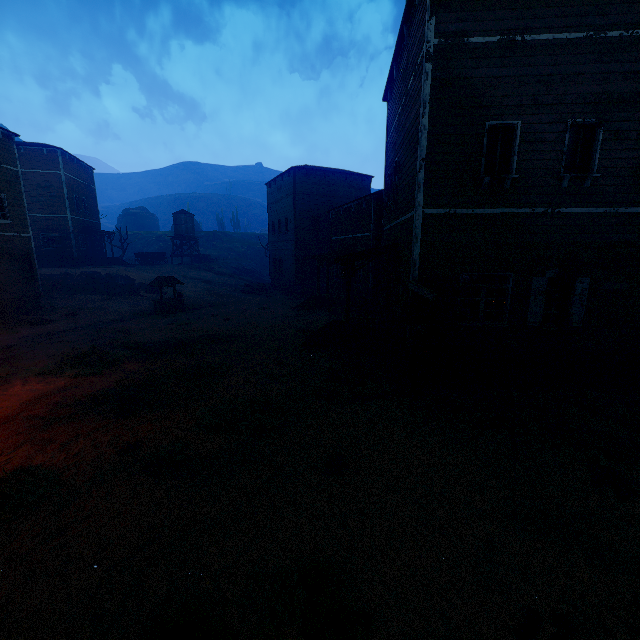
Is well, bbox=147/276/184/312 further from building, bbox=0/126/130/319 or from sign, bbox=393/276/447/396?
sign, bbox=393/276/447/396

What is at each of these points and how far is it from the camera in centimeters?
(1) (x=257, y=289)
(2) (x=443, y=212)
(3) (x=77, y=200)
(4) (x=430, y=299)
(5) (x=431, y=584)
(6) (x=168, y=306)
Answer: (1) instancedfoliageactor, 3091cm
(2) building, 873cm
(3) building, 3347cm
(4) sign, 759cm
(5) z, 395cm
(6) well, 2084cm

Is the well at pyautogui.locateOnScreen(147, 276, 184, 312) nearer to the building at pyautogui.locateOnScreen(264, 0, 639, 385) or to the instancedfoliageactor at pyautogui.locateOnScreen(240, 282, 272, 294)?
the building at pyautogui.locateOnScreen(264, 0, 639, 385)

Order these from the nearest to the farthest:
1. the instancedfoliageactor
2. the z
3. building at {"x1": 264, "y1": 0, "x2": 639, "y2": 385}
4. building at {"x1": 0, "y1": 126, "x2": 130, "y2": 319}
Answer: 1. the z
2. building at {"x1": 264, "y1": 0, "x2": 639, "y2": 385}
3. building at {"x1": 0, "y1": 126, "x2": 130, "y2": 319}
4. the instancedfoliageactor

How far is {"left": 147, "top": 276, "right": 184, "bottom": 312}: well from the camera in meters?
20.8 m

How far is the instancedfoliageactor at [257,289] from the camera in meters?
30.7

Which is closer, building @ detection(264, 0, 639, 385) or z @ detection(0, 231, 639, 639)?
z @ detection(0, 231, 639, 639)

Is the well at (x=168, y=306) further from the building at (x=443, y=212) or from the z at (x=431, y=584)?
the building at (x=443, y=212)
